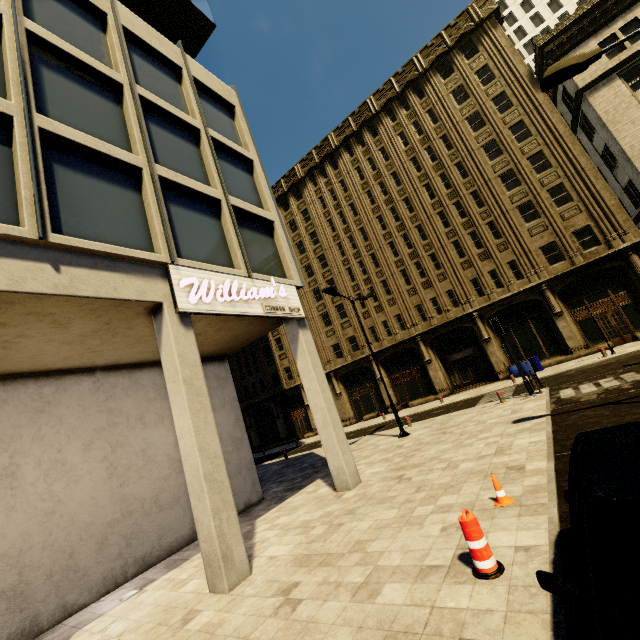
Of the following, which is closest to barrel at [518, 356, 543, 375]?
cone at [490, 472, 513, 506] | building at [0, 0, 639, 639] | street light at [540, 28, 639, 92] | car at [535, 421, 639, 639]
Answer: building at [0, 0, 639, 639]

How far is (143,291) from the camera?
7.16m

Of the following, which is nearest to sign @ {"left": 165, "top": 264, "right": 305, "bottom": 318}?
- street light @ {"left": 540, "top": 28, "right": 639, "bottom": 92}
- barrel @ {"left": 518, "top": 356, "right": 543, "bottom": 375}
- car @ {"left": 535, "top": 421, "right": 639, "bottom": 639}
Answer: car @ {"left": 535, "top": 421, "right": 639, "bottom": 639}

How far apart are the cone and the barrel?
20.3m

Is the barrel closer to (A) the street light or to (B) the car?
(A) the street light

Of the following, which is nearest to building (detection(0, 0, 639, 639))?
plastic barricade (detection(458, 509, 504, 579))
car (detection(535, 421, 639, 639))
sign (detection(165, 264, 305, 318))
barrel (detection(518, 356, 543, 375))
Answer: sign (detection(165, 264, 305, 318))

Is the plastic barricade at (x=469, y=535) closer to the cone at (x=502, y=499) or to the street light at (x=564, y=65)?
the cone at (x=502, y=499)

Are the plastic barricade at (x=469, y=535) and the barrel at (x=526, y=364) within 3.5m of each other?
no
